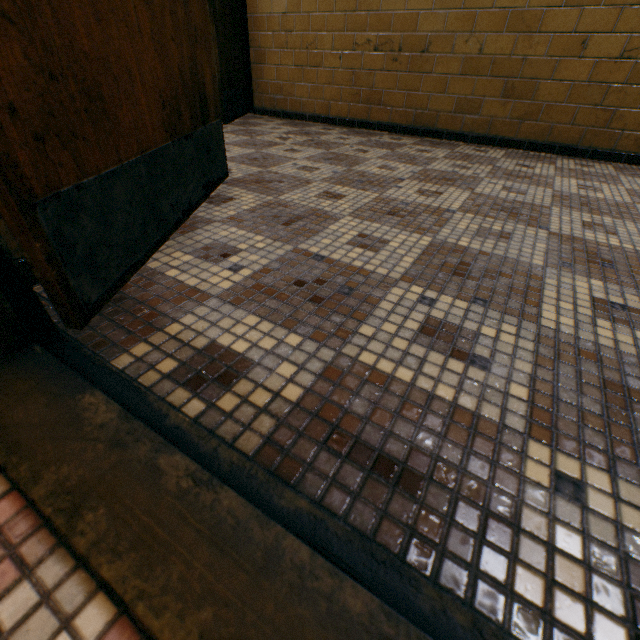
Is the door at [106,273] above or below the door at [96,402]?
above

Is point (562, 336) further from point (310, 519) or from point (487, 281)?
point (310, 519)

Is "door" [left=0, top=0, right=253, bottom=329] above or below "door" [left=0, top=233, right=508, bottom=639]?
above
